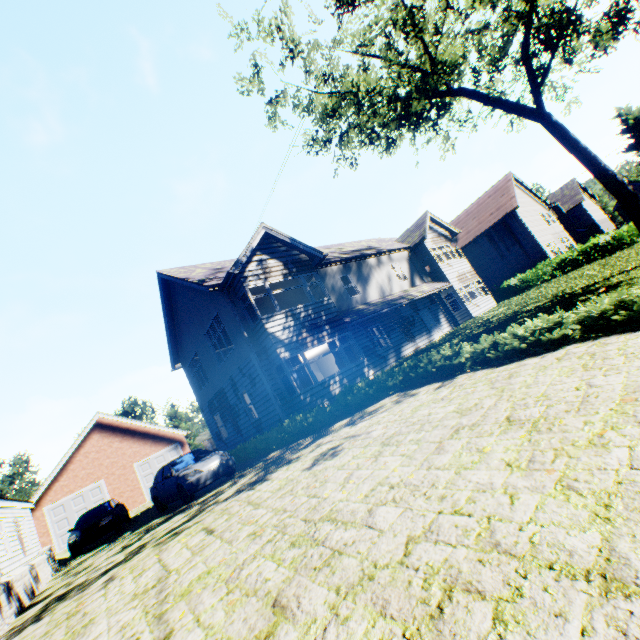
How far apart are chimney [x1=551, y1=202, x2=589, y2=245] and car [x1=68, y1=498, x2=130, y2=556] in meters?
61.9 m

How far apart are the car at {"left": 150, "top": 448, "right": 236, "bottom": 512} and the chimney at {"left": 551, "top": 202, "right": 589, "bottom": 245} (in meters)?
57.83

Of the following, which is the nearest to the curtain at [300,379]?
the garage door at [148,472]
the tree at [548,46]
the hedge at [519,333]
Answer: the hedge at [519,333]

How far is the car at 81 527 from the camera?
14.2 meters

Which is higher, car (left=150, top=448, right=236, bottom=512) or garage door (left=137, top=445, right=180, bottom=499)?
garage door (left=137, top=445, right=180, bottom=499)

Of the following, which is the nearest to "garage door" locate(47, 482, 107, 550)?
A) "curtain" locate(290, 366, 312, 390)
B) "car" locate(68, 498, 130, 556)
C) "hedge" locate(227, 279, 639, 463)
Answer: "car" locate(68, 498, 130, 556)

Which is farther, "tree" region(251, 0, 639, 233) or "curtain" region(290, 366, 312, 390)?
"curtain" region(290, 366, 312, 390)

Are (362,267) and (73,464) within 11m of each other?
no
